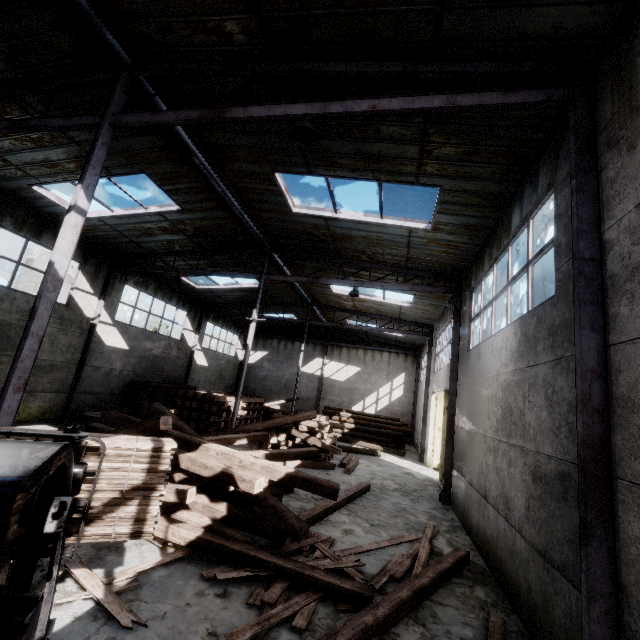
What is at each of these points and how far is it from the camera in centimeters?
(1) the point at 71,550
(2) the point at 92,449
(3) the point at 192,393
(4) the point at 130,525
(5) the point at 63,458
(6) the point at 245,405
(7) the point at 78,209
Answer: (1) forklift fork, 288cm
(2) wooden planks bundle, 329cm
(3) wooden beam stack, 1522cm
(4) wooden planks bundle, 334cm
(5) forklift, 190cm
(6) wooden beam stack, 1708cm
(7) roof support, 573cm

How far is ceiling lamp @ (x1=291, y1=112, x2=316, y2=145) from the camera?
5.0 meters

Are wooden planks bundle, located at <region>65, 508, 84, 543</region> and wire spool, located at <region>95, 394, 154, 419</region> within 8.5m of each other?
no

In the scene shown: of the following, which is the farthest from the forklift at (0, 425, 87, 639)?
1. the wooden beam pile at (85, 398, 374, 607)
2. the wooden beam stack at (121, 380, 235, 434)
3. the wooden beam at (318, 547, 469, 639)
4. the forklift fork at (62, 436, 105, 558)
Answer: the wooden beam stack at (121, 380, 235, 434)

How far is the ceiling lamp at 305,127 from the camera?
5.0m

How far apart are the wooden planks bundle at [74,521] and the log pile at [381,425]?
19.2m

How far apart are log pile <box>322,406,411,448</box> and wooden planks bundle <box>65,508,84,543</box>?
19.21m

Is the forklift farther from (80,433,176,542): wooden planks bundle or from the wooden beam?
the wooden beam
